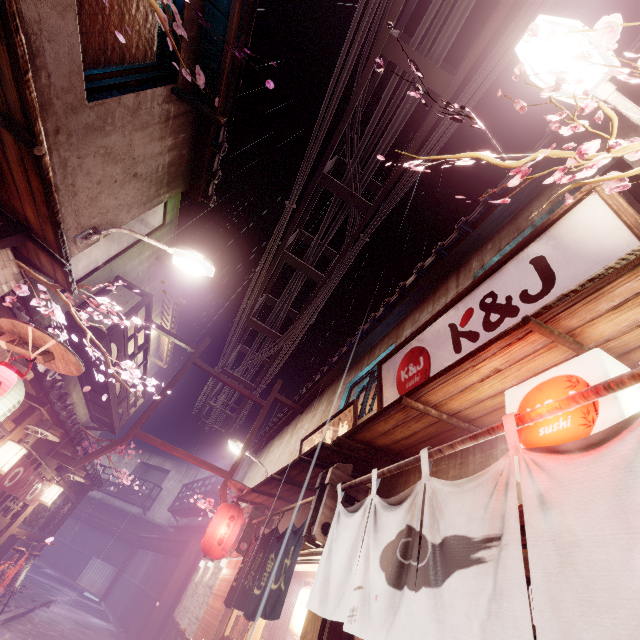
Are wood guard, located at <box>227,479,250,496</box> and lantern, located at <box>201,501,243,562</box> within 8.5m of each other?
yes

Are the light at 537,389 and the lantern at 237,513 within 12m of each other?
no

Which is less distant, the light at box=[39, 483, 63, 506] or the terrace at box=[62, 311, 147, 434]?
the terrace at box=[62, 311, 147, 434]

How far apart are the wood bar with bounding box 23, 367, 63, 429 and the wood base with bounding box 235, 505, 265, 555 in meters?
8.1 m

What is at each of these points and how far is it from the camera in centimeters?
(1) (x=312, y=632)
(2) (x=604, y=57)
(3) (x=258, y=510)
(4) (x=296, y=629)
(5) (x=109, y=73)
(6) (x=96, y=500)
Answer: (1) wood pole, 602cm
(2) light, 406cm
(3) wood base, 1312cm
(4) lantern, 952cm
(5) window, 691cm
(6) house, 4591cm

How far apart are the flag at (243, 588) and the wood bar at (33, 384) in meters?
8.3 m

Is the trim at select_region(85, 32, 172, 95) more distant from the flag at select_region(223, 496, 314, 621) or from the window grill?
the window grill

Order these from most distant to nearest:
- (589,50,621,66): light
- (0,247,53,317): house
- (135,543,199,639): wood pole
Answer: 1. (135,543,199,639): wood pole
2. (0,247,53,317): house
3. (589,50,621,66): light
